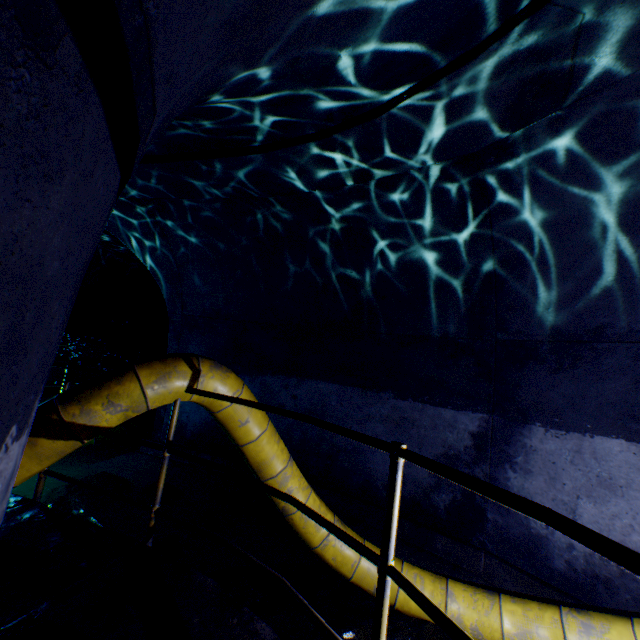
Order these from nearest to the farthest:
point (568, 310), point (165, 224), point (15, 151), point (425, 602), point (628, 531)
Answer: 1. point (15, 151)
2. point (425, 602)
3. point (628, 531)
4. point (568, 310)
5. point (165, 224)

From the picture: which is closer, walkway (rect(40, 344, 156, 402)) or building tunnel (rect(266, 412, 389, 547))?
walkway (rect(40, 344, 156, 402))

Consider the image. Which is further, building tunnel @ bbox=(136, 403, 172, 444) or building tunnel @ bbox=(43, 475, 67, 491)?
building tunnel @ bbox=(136, 403, 172, 444)

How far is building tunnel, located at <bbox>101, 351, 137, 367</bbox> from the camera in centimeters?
1031cm

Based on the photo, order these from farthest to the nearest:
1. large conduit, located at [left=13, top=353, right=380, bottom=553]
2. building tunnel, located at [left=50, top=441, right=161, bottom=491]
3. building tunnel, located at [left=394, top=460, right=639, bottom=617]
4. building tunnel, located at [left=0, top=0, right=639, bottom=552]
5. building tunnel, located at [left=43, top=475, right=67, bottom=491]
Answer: building tunnel, located at [left=50, top=441, right=161, bottom=491]
building tunnel, located at [left=43, top=475, right=67, bottom=491]
building tunnel, located at [left=394, top=460, right=639, bottom=617]
large conduit, located at [left=13, top=353, right=380, bottom=553]
building tunnel, located at [left=0, top=0, right=639, bottom=552]

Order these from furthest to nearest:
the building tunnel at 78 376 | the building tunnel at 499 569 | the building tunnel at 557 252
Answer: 1. the building tunnel at 78 376
2. the building tunnel at 499 569
3. the building tunnel at 557 252

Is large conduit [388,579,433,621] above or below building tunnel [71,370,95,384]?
below

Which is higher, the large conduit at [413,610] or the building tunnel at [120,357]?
the building tunnel at [120,357]
